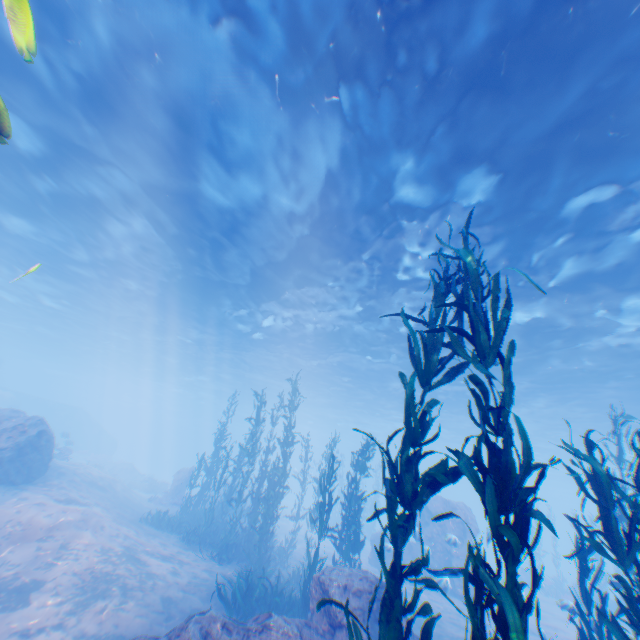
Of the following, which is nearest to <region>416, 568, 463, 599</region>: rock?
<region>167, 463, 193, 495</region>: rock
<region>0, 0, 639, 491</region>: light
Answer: <region>0, 0, 639, 491</region>: light

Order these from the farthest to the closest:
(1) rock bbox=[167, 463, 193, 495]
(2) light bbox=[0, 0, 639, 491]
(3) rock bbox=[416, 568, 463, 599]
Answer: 1. (1) rock bbox=[167, 463, 193, 495]
2. (3) rock bbox=[416, 568, 463, 599]
3. (2) light bbox=[0, 0, 639, 491]

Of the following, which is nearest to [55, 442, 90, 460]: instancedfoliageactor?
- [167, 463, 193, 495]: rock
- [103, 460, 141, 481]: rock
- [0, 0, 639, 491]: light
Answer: [167, 463, 193, 495]: rock

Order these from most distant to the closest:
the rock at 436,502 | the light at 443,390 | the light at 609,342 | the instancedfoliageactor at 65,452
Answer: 1. the light at 443,390
2. the instancedfoliageactor at 65,452
3. the rock at 436,502
4. the light at 609,342

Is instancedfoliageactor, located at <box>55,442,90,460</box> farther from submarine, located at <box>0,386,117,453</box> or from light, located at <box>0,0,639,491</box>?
light, located at <box>0,0,639,491</box>

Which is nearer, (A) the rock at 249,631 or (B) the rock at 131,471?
(A) the rock at 249,631

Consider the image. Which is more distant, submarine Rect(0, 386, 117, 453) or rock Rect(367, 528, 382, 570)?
submarine Rect(0, 386, 117, 453)

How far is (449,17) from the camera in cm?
688
